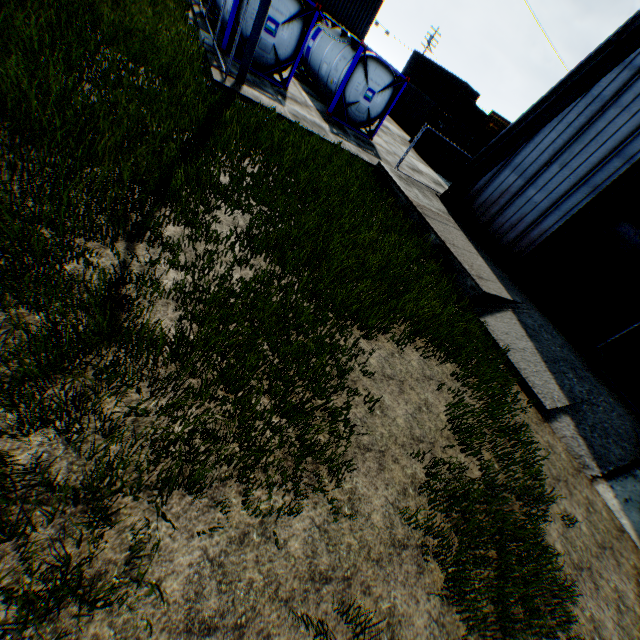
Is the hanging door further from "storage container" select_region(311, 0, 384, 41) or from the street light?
"storage container" select_region(311, 0, 384, 41)

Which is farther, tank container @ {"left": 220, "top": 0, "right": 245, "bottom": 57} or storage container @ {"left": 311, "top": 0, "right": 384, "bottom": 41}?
storage container @ {"left": 311, "top": 0, "right": 384, "bottom": 41}

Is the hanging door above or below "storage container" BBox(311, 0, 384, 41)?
below

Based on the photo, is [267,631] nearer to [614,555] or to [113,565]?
[113,565]

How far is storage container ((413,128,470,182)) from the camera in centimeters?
2161cm

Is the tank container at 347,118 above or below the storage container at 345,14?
below

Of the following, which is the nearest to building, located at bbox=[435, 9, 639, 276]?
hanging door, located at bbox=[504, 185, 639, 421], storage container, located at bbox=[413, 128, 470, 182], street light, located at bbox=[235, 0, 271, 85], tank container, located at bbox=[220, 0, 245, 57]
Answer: hanging door, located at bbox=[504, 185, 639, 421]

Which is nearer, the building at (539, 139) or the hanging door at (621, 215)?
the hanging door at (621, 215)
